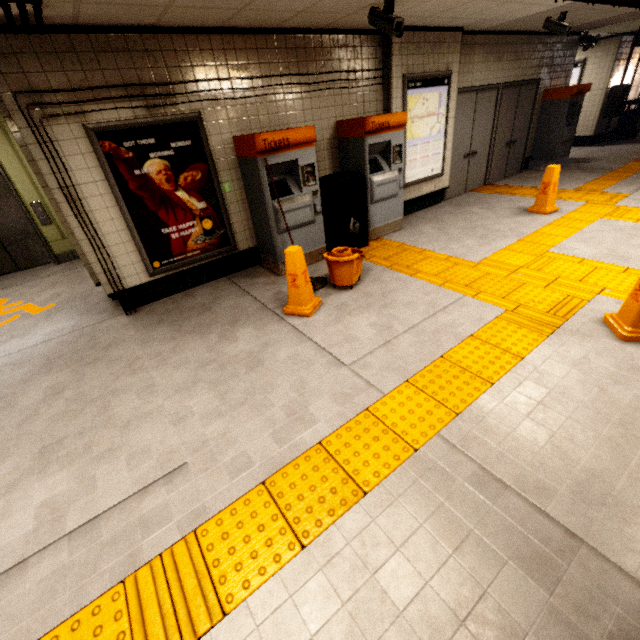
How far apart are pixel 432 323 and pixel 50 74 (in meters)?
4.57

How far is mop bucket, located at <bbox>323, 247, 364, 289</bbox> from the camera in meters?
3.9

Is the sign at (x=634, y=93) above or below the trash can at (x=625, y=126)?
above

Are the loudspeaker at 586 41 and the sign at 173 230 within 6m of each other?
no

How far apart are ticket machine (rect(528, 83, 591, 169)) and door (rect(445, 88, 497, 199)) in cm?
216

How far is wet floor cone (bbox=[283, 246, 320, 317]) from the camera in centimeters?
355cm

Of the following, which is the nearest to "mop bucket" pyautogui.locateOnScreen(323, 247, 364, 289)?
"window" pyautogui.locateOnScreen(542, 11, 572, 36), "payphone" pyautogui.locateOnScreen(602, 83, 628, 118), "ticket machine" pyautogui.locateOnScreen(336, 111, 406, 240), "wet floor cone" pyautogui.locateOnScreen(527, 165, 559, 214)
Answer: "ticket machine" pyautogui.locateOnScreen(336, 111, 406, 240)

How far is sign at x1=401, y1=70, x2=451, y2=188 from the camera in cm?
555
